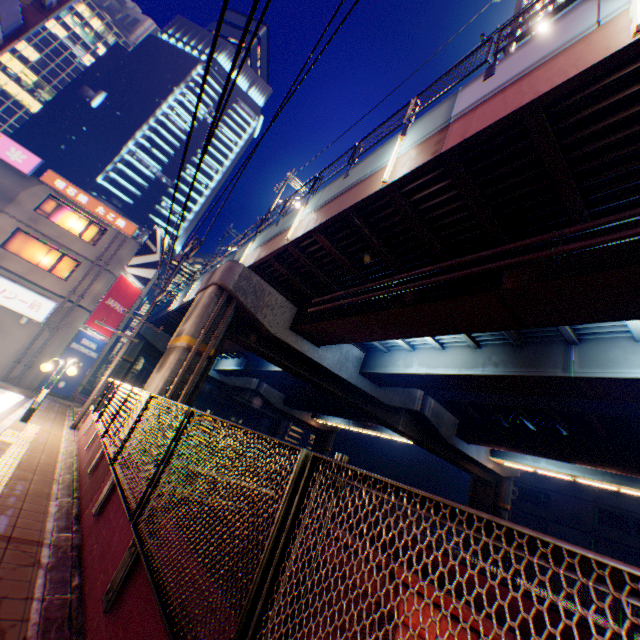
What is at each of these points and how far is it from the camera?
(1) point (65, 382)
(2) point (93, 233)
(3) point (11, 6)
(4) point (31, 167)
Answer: (1) billboard, 21.5m
(2) window glass, 22.7m
(3) balcony, 11.8m
(4) sign, 20.4m

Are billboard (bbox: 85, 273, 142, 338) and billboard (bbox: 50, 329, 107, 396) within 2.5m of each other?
yes

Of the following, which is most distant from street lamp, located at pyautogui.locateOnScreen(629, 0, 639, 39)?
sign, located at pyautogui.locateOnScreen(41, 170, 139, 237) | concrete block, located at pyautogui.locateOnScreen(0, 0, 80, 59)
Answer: sign, located at pyautogui.locateOnScreen(41, 170, 139, 237)

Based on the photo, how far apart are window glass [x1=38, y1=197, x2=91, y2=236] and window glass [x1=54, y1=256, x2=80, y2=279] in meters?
1.5

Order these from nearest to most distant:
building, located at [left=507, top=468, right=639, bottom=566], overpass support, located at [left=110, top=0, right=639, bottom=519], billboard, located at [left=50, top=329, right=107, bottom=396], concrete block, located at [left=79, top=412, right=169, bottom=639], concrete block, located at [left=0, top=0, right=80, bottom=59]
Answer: concrete block, located at [left=79, top=412, right=169, bottom=639]
overpass support, located at [left=110, top=0, right=639, bottom=519]
concrete block, located at [left=0, top=0, right=80, bottom=59]
billboard, located at [left=50, top=329, right=107, bottom=396]
building, located at [left=507, top=468, right=639, bottom=566]

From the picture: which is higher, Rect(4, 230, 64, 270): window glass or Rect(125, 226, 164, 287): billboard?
Rect(125, 226, 164, 287): billboard

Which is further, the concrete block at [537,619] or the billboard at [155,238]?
the billboard at [155,238]

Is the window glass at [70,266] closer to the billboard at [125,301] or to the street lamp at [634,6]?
the billboard at [125,301]
